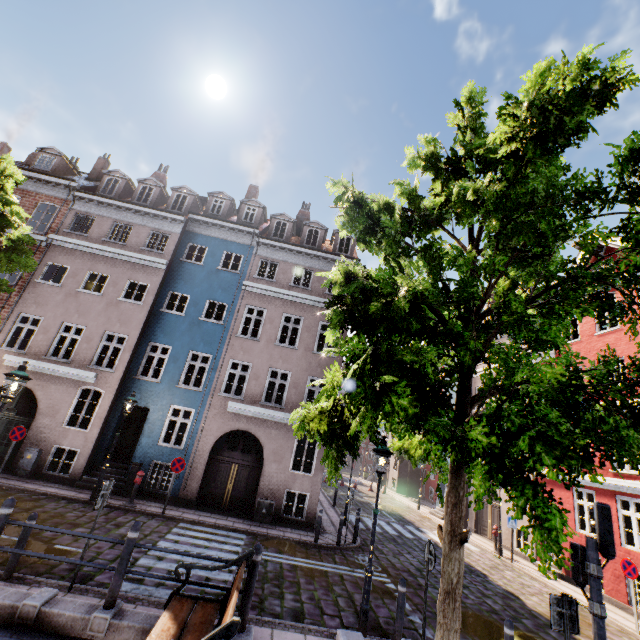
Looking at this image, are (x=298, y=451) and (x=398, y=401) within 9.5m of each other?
no

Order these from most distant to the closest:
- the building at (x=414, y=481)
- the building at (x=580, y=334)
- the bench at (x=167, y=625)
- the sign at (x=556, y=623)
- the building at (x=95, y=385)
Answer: the building at (x=414, y=481), the building at (x=95, y=385), the building at (x=580, y=334), the sign at (x=556, y=623), the bench at (x=167, y=625)

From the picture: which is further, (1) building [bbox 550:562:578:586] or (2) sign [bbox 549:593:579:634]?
(1) building [bbox 550:562:578:586]

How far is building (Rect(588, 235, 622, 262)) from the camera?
15.1 meters

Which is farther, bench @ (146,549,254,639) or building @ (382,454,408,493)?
building @ (382,454,408,493)

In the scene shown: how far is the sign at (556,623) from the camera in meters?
5.4

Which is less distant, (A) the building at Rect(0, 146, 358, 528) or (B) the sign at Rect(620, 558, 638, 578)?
(B) the sign at Rect(620, 558, 638, 578)

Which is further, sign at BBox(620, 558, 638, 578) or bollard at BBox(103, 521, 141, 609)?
sign at BBox(620, 558, 638, 578)
